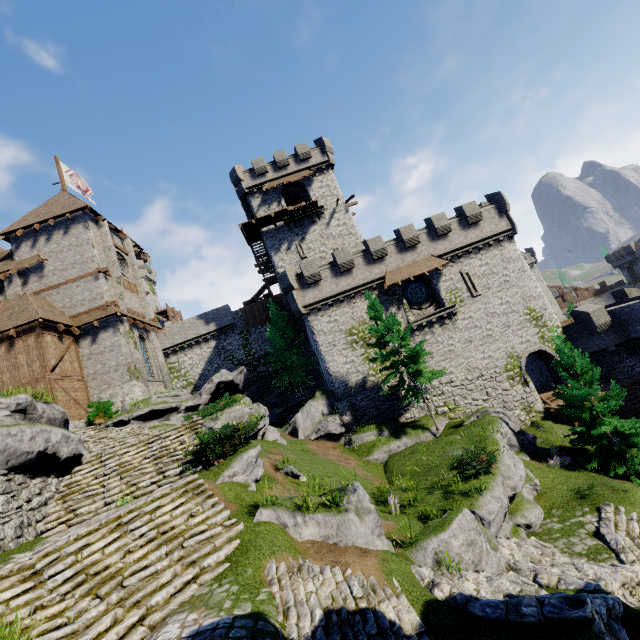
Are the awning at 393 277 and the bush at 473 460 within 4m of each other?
no

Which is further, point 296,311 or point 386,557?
point 296,311

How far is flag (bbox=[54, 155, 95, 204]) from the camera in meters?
29.3 m

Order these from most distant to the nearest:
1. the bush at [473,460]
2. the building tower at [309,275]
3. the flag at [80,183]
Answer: the flag at [80,183] → the building tower at [309,275] → the bush at [473,460]

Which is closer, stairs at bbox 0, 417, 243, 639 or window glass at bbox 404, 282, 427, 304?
stairs at bbox 0, 417, 243, 639

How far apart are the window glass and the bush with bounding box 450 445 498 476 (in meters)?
13.95

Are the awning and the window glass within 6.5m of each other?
yes

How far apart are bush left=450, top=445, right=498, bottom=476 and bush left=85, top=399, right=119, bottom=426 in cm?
1931
